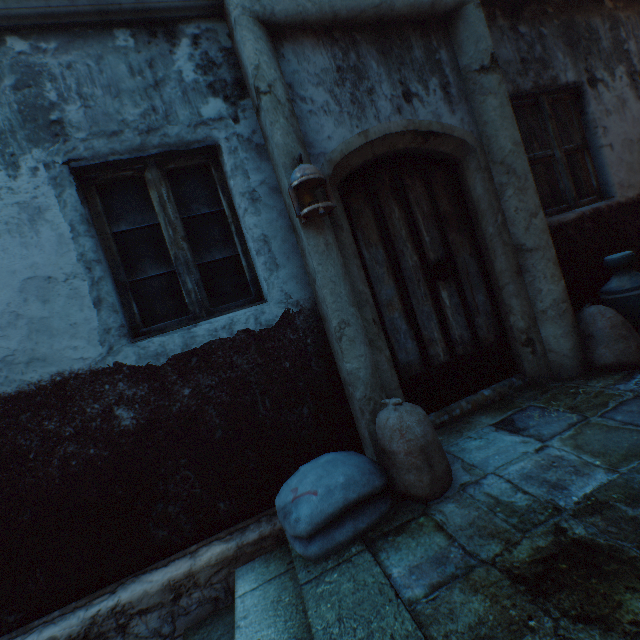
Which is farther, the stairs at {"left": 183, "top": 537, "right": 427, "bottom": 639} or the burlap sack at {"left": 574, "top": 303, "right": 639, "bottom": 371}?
the burlap sack at {"left": 574, "top": 303, "right": 639, "bottom": 371}

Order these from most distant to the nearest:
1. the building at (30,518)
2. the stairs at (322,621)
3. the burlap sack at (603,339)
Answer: the burlap sack at (603,339) → the building at (30,518) → the stairs at (322,621)

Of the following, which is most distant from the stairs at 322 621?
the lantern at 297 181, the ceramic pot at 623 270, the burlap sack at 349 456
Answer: the ceramic pot at 623 270

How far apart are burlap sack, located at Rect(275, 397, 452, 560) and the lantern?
1.4 meters

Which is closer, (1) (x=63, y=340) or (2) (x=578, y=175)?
(1) (x=63, y=340)

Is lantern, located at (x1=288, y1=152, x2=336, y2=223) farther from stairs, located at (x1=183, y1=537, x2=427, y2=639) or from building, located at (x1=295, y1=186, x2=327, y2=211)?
stairs, located at (x1=183, y1=537, x2=427, y2=639)

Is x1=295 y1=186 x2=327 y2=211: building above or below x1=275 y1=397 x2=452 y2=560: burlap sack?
above

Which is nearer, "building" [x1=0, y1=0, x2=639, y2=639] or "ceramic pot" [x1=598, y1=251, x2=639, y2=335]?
"building" [x1=0, y1=0, x2=639, y2=639]
